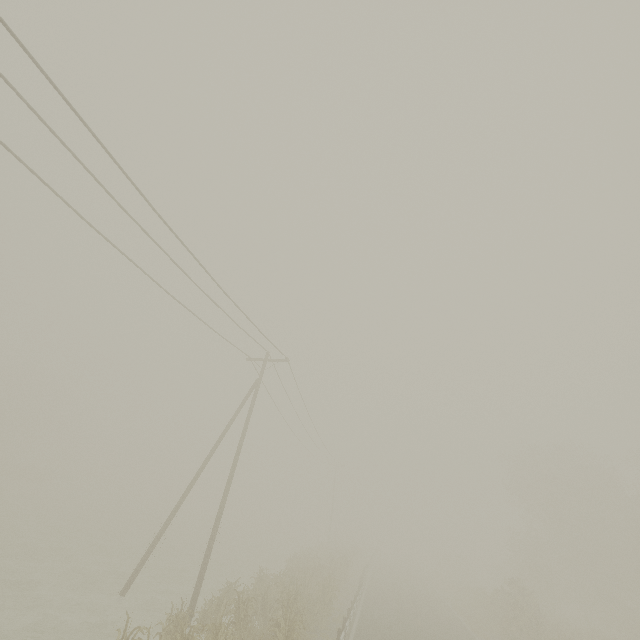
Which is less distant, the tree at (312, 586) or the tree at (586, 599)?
the tree at (312, 586)

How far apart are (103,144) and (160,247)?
3.86m

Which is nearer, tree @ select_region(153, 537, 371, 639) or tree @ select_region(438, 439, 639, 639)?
tree @ select_region(153, 537, 371, 639)
